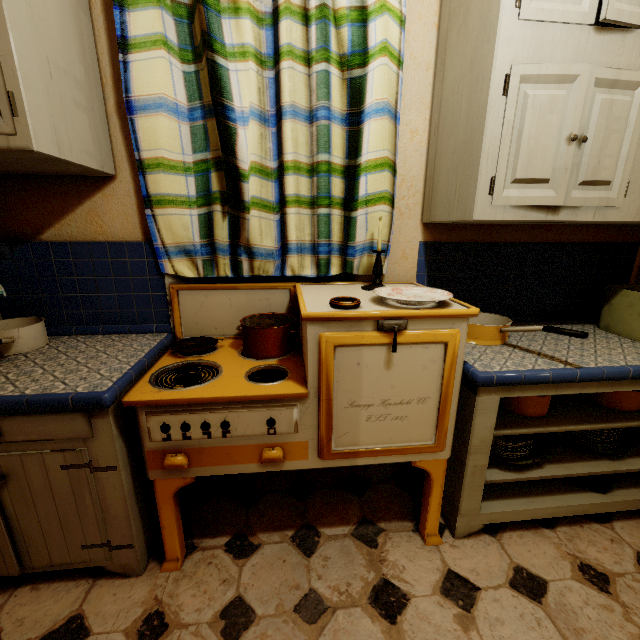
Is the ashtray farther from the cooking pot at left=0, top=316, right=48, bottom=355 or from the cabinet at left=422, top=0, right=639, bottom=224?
the cooking pot at left=0, top=316, right=48, bottom=355

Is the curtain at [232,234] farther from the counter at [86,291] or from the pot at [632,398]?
the pot at [632,398]

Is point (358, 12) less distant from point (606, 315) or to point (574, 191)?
point (574, 191)

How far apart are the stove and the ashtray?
0.0m

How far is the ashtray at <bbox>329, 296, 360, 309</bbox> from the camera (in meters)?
1.12

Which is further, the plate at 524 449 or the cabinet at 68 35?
the plate at 524 449

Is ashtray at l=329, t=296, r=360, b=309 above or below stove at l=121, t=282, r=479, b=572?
above

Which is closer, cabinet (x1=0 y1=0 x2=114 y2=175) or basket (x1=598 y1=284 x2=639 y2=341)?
cabinet (x1=0 y1=0 x2=114 y2=175)
